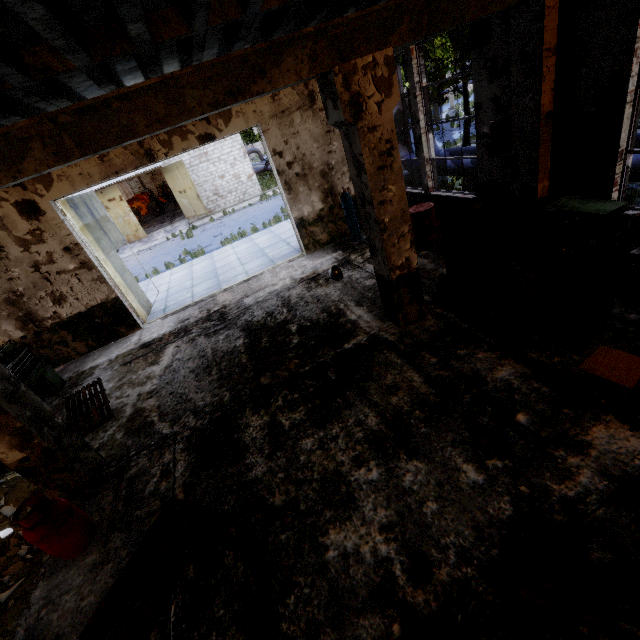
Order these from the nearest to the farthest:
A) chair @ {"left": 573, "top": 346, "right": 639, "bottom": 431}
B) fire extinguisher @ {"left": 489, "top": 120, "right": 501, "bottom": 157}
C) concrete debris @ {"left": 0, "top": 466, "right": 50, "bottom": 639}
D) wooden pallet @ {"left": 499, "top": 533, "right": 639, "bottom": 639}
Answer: wooden pallet @ {"left": 499, "top": 533, "right": 639, "bottom": 639} < chair @ {"left": 573, "top": 346, "right": 639, "bottom": 431} < concrete debris @ {"left": 0, "top": 466, "right": 50, "bottom": 639} < fire extinguisher @ {"left": 489, "top": 120, "right": 501, "bottom": 157}

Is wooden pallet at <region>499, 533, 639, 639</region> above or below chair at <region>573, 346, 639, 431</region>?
below

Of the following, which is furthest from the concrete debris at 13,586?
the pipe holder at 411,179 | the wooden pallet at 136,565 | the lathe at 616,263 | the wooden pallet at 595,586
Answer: the pipe holder at 411,179

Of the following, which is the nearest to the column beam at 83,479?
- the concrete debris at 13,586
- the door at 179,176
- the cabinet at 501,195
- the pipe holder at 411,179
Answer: the concrete debris at 13,586

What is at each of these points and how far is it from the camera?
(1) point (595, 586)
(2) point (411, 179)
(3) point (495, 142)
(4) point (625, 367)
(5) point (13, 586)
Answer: (1) wooden pallet, 2.36m
(2) pipe holder, 13.47m
(3) fire extinguisher, 5.93m
(4) chair, 3.20m
(5) concrete debris, 3.94m

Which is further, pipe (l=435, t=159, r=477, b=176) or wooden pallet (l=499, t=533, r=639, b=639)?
pipe (l=435, t=159, r=477, b=176)

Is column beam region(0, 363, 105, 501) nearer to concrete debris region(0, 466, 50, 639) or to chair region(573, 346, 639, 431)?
concrete debris region(0, 466, 50, 639)

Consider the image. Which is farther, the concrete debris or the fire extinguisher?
the fire extinguisher
